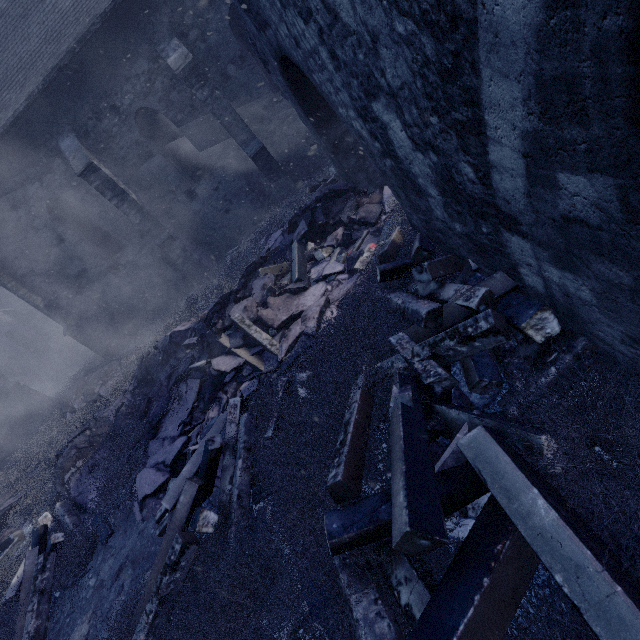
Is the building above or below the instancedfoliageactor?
above

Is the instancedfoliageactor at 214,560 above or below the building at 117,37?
below

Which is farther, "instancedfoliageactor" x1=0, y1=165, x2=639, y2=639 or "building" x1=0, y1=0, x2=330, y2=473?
"building" x1=0, y1=0, x2=330, y2=473

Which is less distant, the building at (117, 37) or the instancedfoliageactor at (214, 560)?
the instancedfoliageactor at (214, 560)

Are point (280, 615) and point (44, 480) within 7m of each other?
no
